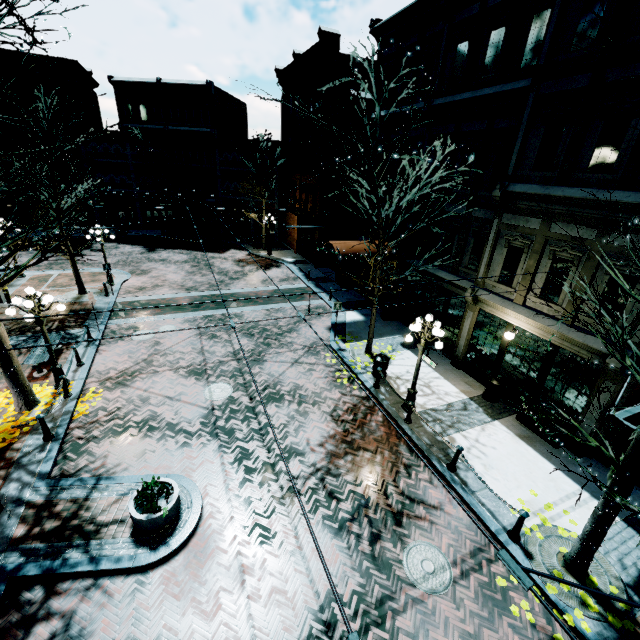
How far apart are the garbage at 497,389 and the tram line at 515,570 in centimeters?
1042cm

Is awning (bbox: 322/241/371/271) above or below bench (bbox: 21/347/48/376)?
above

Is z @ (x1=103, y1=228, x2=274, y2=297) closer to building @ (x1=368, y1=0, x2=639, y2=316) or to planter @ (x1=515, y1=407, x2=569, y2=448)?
building @ (x1=368, y1=0, x2=639, y2=316)

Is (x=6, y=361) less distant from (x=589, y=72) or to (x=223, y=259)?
(x=589, y=72)

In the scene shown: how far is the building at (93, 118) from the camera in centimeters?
3062cm

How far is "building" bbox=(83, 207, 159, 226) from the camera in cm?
3425

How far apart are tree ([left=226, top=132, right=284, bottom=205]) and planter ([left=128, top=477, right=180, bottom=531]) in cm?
2601
